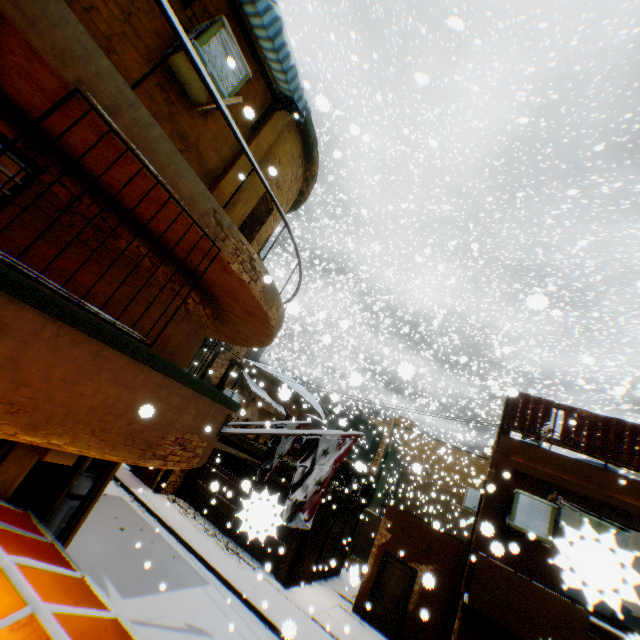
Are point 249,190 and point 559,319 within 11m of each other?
no

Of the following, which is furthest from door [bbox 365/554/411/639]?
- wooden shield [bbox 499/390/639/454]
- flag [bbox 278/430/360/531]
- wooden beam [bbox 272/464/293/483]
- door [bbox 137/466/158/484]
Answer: door [bbox 137/466/158/484]

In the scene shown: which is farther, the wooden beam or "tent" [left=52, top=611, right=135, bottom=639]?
the wooden beam

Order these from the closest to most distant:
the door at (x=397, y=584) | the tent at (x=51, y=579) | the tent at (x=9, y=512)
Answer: the tent at (x=51, y=579) → the tent at (x=9, y=512) → the door at (x=397, y=584)

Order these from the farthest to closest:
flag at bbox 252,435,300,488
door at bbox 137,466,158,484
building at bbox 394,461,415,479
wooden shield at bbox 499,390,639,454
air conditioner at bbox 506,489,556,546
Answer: building at bbox 394,461,415,479, door at bbox 137,466,158,484, flag at bbox 252,435,300,488, wooden shield at bbox 499,390,639,454, air conditioner at bbox 506,489,556,546

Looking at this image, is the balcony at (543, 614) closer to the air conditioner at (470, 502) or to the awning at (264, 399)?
the awning at (264, 399)

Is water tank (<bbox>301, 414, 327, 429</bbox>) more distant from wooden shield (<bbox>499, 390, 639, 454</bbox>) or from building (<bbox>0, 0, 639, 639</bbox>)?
wooden shield (<bbox>499, 390, 639, 454</bbox>)

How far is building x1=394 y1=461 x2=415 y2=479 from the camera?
28.55m
